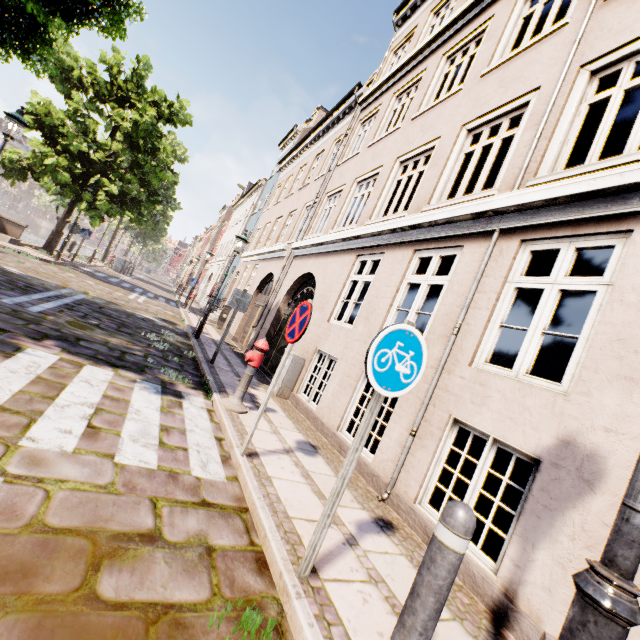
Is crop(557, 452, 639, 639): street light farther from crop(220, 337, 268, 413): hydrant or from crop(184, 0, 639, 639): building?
crop(184, 0, 639, 639): building

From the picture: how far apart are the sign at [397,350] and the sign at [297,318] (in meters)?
1.40

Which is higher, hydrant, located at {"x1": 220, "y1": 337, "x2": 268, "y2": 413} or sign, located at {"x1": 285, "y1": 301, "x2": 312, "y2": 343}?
sign, located at {"x1": 285, "y1": 301, "x2": 312, "y2": 343}

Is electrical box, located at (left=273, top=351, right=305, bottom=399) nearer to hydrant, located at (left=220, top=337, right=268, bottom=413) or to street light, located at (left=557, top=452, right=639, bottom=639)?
hydrant, located at (left=220, top=337, right=268, bottom=413)

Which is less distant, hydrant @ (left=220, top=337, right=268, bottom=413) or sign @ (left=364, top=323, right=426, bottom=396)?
sign @ (left=364, top=323, right=426, bottom=396)

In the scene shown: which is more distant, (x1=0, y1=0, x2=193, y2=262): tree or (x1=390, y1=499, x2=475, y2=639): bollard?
(x1=0, y1=0, x2=193, y2=262): tree

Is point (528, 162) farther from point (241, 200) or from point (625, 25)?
point (241, 200)

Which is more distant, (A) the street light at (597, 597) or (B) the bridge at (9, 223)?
(B) the bridge at (9, 223)
